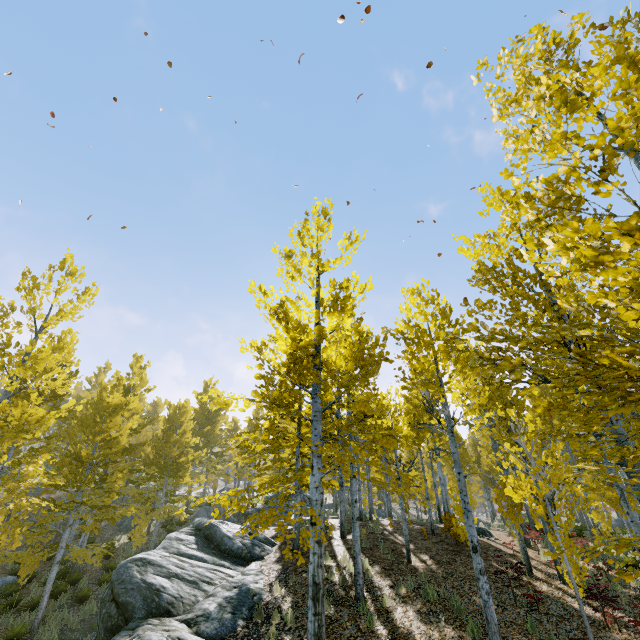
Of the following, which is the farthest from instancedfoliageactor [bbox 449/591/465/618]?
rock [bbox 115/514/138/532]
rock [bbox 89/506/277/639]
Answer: rock [bbox 115/514/138/532]

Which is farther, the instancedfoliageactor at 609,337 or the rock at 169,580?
the rock at 169,580

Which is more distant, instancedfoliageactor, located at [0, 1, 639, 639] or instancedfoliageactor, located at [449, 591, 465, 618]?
instancedfoliageactor, located at [449, 591, 465, 618]

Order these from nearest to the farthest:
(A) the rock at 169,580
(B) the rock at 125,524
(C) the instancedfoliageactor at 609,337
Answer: (C) the instancedfoliageactor at 609,337 < (A) the rock at 169,580 < (B) the rock at 125,524

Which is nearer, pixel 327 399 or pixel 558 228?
pixel 558 228

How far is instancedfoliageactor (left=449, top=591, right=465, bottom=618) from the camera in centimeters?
808cm
